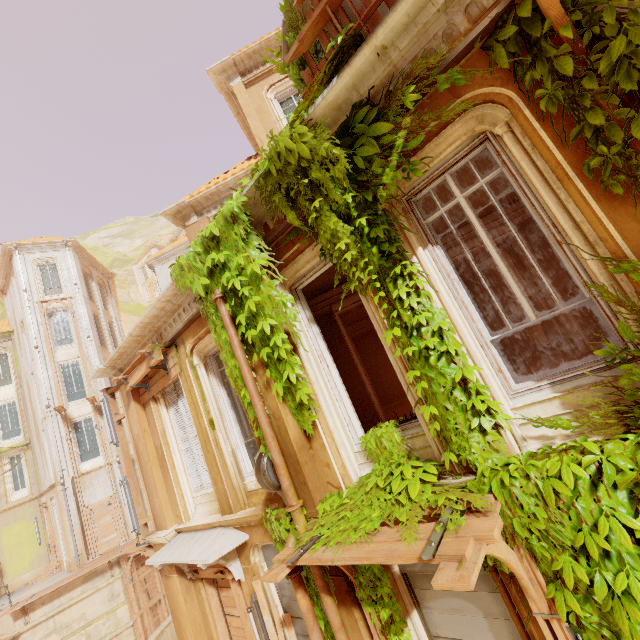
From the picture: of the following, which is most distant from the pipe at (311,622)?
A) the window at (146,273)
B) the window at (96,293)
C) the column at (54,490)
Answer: the window at (146,273)

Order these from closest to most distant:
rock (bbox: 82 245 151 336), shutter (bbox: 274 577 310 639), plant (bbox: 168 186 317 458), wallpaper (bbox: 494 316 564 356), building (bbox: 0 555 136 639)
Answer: plant (bbox: 168 186 317 458) < shutter (bbox: 274 577 310 639) < wallpaper (bbox: 494 316 564 356) < building (bbox: 0 555 136 639) < rock (bbox: 82 245 151 336)

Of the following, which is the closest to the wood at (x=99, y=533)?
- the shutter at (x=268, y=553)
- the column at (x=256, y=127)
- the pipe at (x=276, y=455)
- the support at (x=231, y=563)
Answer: the support at (x=231, y=563)

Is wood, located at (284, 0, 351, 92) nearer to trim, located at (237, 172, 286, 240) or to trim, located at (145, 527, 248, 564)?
trim, located at (237, 172, 286, 240)

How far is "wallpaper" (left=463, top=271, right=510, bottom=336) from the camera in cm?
1116

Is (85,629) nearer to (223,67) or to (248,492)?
(248,492)

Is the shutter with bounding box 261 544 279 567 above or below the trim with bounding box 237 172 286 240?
below

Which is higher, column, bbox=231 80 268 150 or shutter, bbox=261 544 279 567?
column, bbox=231 80 268 150
